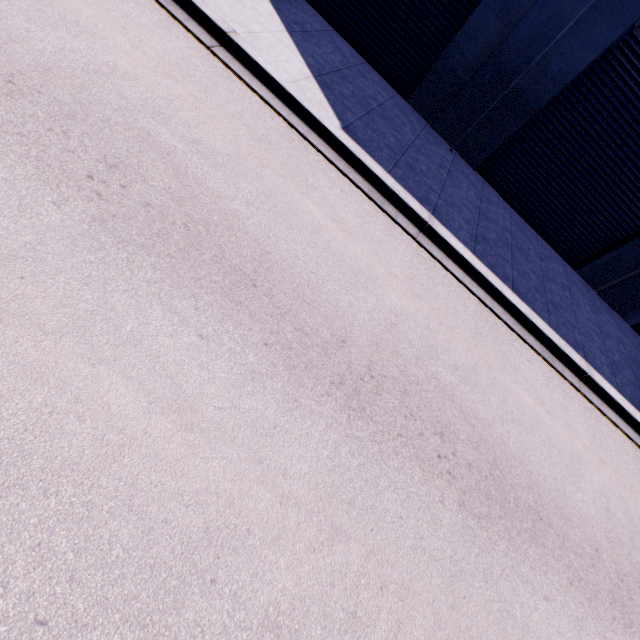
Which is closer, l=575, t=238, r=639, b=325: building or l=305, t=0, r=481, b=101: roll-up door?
l=305, t=0, r=481, b=101: roll-up door

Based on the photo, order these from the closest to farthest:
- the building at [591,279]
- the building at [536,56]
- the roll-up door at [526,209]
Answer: the building at [536,56], the roll-up door at [526,209], the building at [591,279]

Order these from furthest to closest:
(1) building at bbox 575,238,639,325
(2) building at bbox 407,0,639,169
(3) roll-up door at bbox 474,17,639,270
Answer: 1. (1) building at bbox 575,238,639,325
2. (3) roll-up door at bbox 474,17,639,270
3. (2) building at bbox 407,0,639,169

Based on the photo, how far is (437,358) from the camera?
4.91m

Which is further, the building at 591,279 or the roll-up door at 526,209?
the building at 591,279

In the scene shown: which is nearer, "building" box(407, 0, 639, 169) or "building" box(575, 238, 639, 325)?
"building" box(407, 0, 639, 169)
